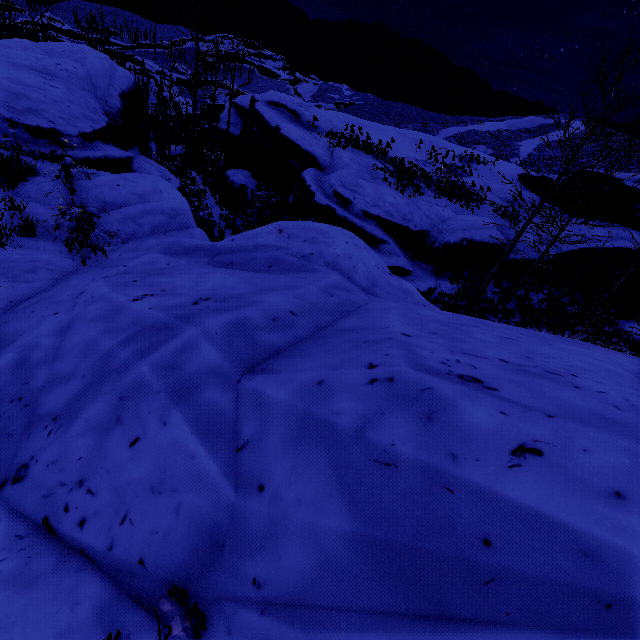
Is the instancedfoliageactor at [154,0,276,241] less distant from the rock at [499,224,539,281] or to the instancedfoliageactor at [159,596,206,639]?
the rock at [499,224,539,281]

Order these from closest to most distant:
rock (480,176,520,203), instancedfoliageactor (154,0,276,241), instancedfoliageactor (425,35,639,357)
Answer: instancedfoliageactor (425,35,639,357)
instancedfoliageactor (154,0,276,241)
rock (480,176,520,203)

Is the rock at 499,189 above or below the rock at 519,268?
above

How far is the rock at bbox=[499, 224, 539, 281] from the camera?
17.78m

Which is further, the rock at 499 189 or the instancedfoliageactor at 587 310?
the rock at 499 189

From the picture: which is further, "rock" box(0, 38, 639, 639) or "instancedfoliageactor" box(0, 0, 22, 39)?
"instancedfoliageactor" box(0, 0, 22, 39)

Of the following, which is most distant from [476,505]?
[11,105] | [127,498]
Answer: [11,105]

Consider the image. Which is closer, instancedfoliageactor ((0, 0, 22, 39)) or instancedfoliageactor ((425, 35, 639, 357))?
instancedfoliageactor ((425, 35, 639, 357))
